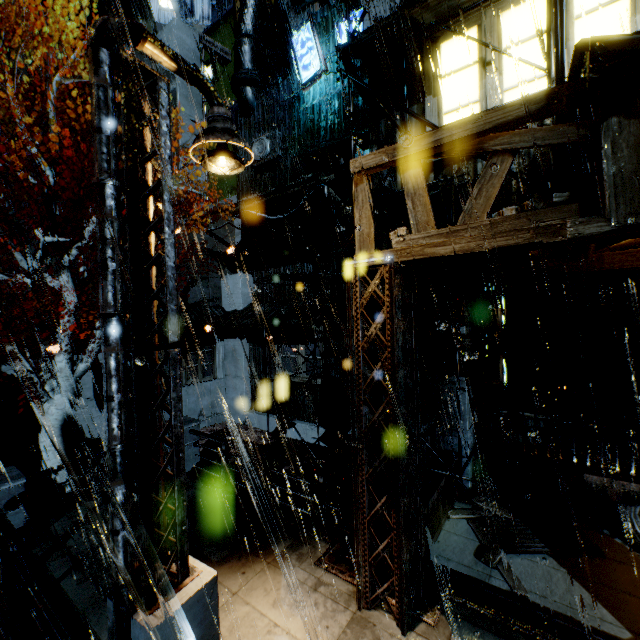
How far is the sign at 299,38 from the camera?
12.3m

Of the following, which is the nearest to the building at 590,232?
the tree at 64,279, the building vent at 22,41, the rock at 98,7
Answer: the building vent at 22,41

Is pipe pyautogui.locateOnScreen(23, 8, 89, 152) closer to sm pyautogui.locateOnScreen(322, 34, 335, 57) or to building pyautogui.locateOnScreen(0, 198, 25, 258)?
building pyautogui.locateOnScreen(0, 198, 25, 258)

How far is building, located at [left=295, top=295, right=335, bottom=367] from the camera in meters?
14.5

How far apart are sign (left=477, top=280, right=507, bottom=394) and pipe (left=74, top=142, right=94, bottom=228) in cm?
2078

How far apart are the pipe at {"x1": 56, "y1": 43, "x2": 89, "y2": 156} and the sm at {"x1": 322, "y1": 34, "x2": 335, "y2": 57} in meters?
13.0 m

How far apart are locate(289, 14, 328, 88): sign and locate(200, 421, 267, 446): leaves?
15.69m

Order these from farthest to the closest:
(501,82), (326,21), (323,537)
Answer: (326,21), (501,82), (323,537)
